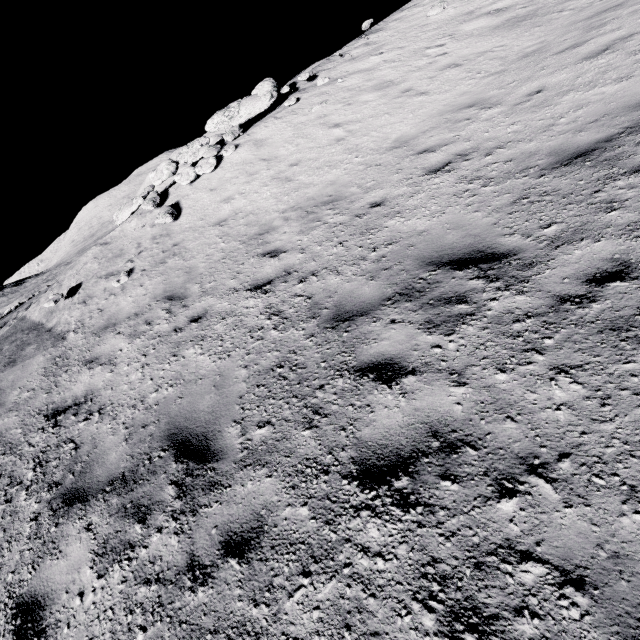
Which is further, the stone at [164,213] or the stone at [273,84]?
the stone at [273,84]

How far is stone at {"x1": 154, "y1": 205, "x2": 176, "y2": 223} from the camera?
10.1 meters

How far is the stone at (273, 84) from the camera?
12.74m

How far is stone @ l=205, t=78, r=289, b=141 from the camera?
12.74m

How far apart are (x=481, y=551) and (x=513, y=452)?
0.7m

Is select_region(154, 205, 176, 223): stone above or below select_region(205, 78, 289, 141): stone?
below

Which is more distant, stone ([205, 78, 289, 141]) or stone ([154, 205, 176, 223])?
stone ([205, 78, 289, 141])
